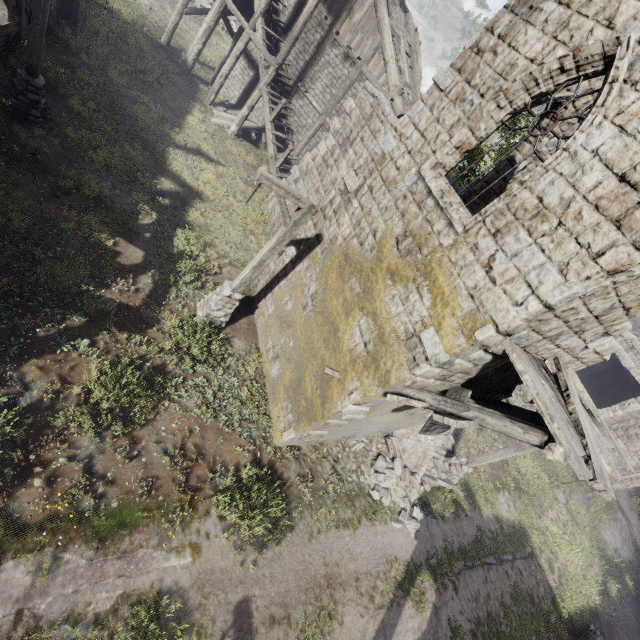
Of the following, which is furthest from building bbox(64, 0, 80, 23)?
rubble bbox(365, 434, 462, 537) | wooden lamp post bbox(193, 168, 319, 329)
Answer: wooden lamp post bbox(193, 168, 319, 329)

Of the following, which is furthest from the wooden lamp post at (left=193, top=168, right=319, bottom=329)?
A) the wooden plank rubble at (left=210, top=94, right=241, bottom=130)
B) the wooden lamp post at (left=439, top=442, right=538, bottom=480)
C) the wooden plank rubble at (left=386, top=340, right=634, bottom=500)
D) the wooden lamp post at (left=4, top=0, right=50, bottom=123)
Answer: the wooden plank rubble at (left=210, top=94, right=241, bottom=130)

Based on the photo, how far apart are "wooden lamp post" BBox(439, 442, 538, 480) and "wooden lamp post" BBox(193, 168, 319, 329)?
9.48m

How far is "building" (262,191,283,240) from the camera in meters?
14.2 m

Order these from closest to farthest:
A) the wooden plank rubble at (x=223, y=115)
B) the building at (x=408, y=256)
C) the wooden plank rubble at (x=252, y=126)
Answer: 1. the building at (x=408, y=256)
2. the wooden plank rubble at (x=223, y=115)
3. the wooden plank rubble at (x=252, y=126)

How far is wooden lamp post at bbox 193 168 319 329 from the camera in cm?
695

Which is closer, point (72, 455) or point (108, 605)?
point (108, 605)

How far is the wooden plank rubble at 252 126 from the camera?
19.0 meters
